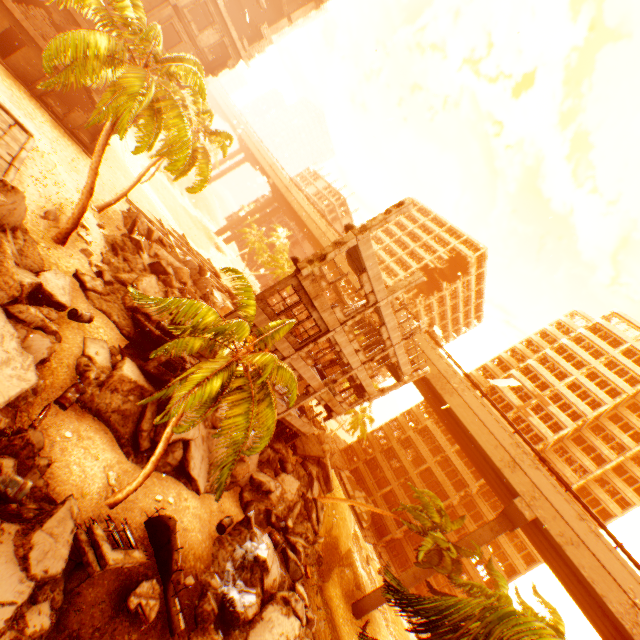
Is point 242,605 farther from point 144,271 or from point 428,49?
point 428,49

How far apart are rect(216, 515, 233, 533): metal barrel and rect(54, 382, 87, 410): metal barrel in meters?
8.5 m

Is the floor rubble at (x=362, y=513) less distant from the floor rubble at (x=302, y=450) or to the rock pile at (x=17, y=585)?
the rock pile at (x=17, y=585)

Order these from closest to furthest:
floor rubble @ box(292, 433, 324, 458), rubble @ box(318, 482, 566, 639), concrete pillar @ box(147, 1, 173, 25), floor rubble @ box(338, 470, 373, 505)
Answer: rubble @ box(318, 482, 566, 639) < concrete pillar @ box(147, 1, 173, 25) < floor rubble @ box(292, 433, 324, 458) < floor rubble @ box(338, 470, 373, 505)

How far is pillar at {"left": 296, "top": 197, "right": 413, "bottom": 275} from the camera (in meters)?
14.63

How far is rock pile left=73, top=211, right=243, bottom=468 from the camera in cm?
1309

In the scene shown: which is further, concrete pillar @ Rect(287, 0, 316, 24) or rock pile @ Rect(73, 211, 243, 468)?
concrete pillar @ Rect(287, 0, 316, 24)

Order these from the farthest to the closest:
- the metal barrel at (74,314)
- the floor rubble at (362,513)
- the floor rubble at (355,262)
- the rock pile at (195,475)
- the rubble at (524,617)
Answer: the floor rubble at (362,513)
the floor rubble at (355,262)
the rock pile at (195,475)
the metal barrel at (74,314)
the rubble at (524,617)
